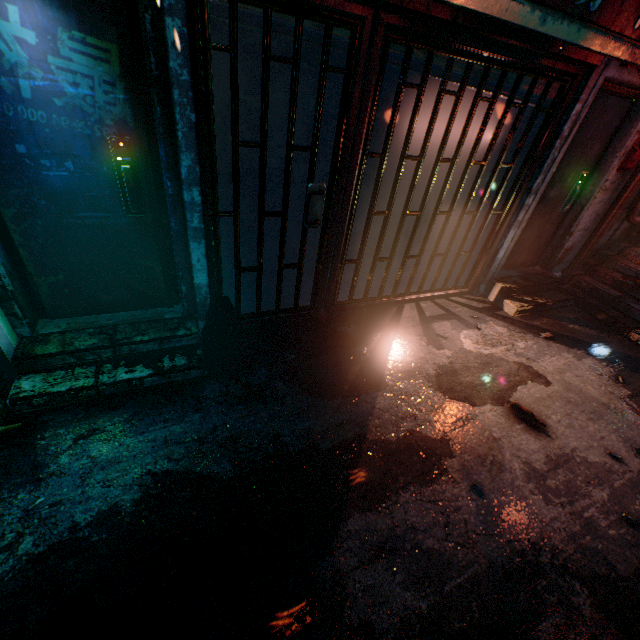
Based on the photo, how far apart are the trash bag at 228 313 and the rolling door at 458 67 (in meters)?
2.13

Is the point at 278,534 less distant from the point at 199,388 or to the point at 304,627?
the point at 304,627

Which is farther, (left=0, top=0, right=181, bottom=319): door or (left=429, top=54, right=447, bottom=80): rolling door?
(left=429, top=54, right=447, bottom=80): rolling door

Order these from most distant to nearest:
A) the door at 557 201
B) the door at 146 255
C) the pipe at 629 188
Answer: the pipe at 629 188, the door at 557 201, the door at 146 255

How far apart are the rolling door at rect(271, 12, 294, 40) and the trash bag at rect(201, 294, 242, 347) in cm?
175

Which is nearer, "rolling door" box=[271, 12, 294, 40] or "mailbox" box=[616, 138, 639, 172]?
"rolling door" box=[271, 12, 294, 40]

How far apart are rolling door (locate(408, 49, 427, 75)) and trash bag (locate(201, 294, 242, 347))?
2.13m

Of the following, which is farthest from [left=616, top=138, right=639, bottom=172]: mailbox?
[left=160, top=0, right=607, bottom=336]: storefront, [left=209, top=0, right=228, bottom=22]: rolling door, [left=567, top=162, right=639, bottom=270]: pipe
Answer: [left=209, top=0, right=228, bottom=22]: rolling door
